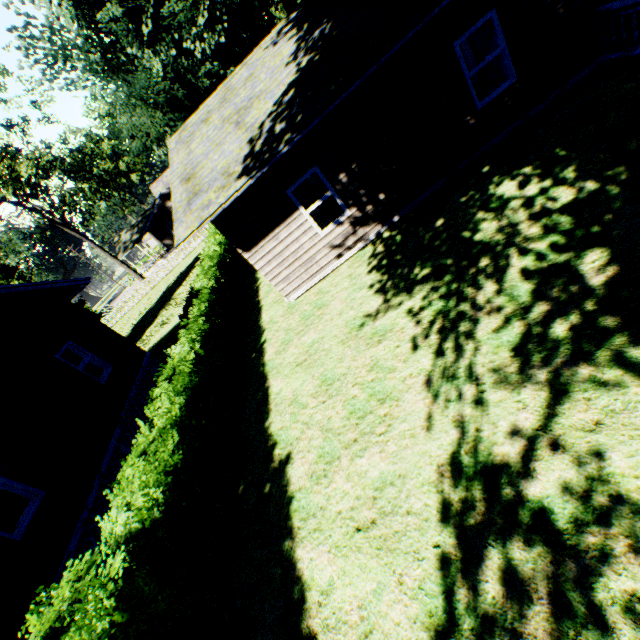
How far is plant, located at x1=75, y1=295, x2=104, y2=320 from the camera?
41.4m

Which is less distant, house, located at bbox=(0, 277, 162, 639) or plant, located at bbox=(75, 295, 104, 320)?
house, located at bbox=(0, 277, 162, 639)

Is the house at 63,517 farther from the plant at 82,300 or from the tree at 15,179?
the tree at 15,179

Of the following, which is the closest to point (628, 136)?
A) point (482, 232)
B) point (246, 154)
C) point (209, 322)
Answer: point (482, 232)

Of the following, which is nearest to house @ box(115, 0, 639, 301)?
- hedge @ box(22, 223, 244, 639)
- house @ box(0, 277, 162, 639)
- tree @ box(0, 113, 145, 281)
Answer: hedge @ box(22, 223, 244, 639)

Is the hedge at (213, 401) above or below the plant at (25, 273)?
below

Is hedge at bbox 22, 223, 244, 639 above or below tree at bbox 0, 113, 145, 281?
below

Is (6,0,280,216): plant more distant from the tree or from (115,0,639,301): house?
the tree
